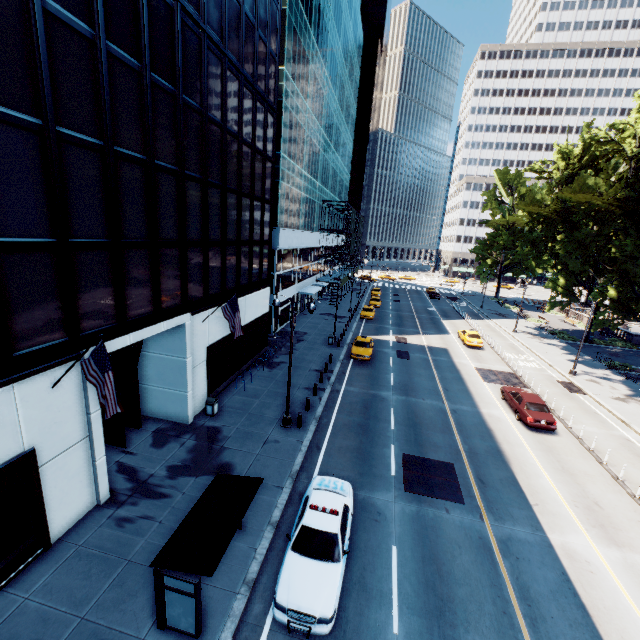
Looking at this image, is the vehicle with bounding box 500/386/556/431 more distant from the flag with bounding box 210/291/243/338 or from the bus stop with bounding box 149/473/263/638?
the flag with bounding box 210/291/243/338

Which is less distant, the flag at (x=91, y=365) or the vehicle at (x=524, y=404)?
the flag at (x=91, y=365)

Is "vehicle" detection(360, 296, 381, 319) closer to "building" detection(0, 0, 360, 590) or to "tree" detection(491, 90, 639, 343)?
"building" detection(0, 0, 360, 590)

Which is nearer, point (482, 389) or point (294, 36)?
point (482, 389)

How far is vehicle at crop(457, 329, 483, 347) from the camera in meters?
35.1 m

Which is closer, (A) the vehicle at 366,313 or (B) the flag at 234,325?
(B) the flag at 234,325

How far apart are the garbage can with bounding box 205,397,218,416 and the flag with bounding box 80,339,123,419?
8.6 meters

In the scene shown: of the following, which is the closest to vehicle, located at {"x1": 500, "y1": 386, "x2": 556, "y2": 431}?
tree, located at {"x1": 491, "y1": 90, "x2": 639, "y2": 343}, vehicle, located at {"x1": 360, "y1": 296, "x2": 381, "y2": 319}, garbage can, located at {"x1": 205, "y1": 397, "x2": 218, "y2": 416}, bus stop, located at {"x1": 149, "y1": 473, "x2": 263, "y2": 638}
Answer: tree, located at {"x1": 491, "y1": 90, "x2": 639, "y2": 343}
